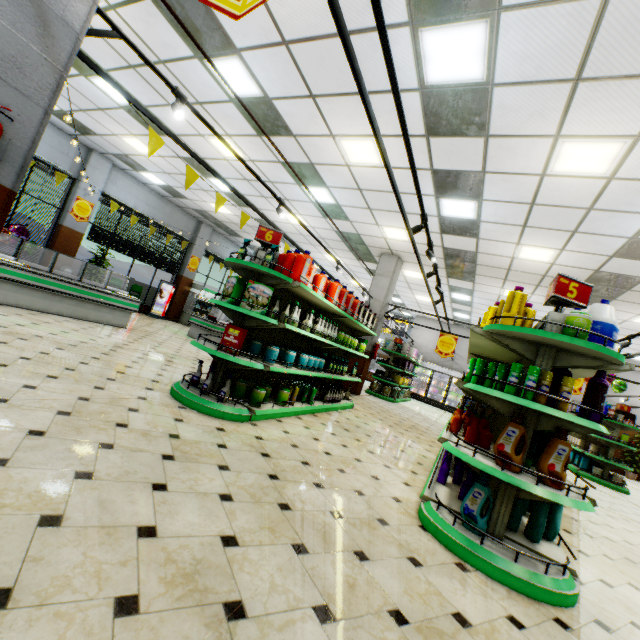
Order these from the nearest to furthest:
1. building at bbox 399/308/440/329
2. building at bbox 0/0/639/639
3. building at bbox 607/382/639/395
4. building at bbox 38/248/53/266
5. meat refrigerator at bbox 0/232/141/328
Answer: building at bbox 0/0/639/639
meat refrigerator at bbox 0/232/141/328
building at bbox 38/248/53/266
building at bbox 607/382/639/395
building at bbox 399/308/440/329

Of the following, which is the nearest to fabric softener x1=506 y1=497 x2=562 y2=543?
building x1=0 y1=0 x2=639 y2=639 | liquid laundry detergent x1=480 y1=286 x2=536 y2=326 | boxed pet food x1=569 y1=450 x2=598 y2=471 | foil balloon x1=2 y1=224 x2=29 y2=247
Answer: building x1=0 y1=0 x2=639 y2=639

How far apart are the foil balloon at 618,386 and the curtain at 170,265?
17.2 meters

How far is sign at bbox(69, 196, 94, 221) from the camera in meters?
10.8

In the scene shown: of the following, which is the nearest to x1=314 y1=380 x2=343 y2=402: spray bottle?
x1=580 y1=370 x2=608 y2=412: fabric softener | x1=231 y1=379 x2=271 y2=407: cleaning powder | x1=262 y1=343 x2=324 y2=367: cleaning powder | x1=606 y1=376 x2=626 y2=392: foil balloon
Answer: x1=262 y1=343 x2=324 y2=367: cleaning powder

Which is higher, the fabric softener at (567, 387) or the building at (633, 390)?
the building at (633, 390)

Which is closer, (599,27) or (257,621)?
(257,621)

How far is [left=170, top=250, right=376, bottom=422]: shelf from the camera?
→ 3.96m
